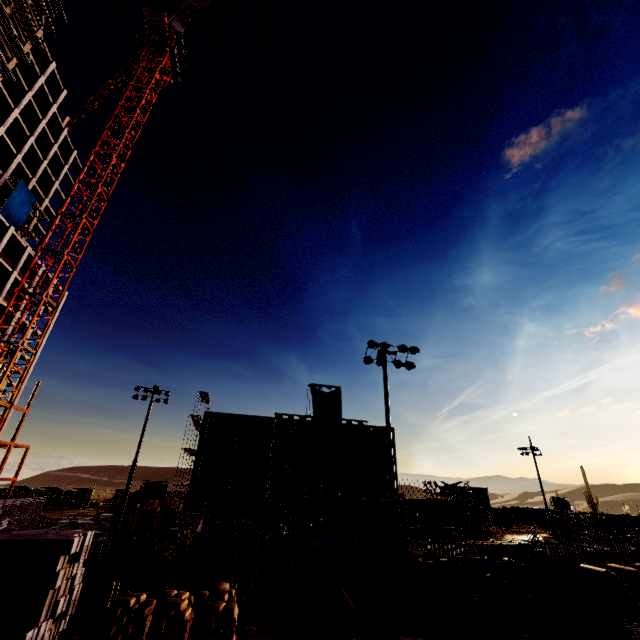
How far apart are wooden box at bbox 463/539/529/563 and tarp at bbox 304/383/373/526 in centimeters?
2355cm

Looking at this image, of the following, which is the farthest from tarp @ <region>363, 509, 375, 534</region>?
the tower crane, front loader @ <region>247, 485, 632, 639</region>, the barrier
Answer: the tower crane

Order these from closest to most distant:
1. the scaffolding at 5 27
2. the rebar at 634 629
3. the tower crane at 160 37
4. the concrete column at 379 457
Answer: the rebar at 634 629
the tower crane at 160 37
the scaffolding at 5 27
the concrete column at 379 457

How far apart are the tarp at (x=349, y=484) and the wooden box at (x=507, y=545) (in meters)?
23.55

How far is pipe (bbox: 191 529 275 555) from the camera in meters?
22.3 m

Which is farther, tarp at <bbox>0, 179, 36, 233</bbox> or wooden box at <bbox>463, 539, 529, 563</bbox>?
tarp at <bbox>0, 179, 36, 233</bbox>

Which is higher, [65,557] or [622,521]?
[65,557]

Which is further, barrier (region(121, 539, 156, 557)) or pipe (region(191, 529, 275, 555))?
pipe (region(191, 529, 275, 555))
